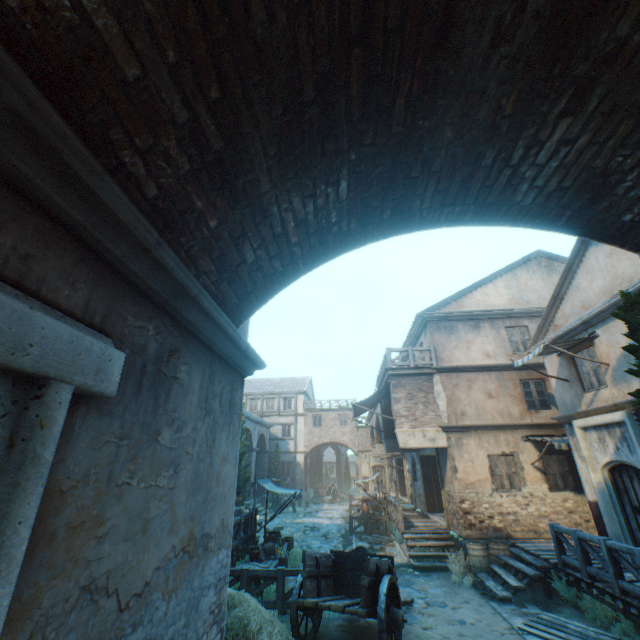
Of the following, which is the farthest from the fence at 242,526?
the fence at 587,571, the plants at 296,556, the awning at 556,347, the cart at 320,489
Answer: the cart at 320,489

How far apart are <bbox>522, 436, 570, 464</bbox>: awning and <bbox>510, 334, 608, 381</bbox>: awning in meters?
3.0 m

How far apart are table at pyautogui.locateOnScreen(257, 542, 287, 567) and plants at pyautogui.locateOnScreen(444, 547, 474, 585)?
5.5m

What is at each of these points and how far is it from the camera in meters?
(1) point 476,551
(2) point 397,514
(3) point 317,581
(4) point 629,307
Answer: (1) barrel, 10.9 m
(2) fence, 14.5 m
(3) cart, 7.2 m
(4) tree, 5.3 m

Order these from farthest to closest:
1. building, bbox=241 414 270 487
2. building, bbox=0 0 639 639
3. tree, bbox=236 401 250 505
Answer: building, bbox=241 414 270 487 → tree, bbox=236 401 250 505 → building, bbox=0 0 639 639

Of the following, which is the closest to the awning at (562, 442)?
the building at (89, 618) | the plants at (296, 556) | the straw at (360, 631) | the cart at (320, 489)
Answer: the building at (89, 618)

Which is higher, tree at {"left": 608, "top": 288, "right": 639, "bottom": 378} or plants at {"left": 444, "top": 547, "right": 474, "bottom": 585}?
tree at {"left": 608, "top": 288, "right": 639, "bottom": 378}

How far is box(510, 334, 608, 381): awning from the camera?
9.3m
